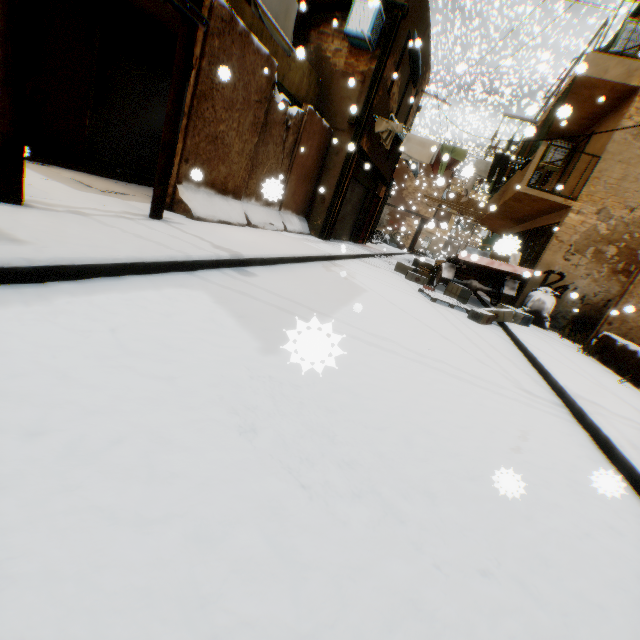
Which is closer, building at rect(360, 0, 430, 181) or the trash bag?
the trash bag

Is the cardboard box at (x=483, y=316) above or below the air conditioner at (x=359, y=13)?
below

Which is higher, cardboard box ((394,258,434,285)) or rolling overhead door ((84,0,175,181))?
rolling overhead door ((84,0,175,181))

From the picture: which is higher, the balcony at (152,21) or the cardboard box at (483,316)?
the balcony at (152,21)

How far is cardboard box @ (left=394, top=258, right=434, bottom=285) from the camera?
10.9m

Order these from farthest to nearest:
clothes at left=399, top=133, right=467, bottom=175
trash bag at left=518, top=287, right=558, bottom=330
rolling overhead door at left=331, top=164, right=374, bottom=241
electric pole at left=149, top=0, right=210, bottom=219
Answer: rolling overhead door at left=331, top=164, right=374, bottom=241 → clothes at left=399, top=133, right=467, bottom=175 → trash bag at left=518, top=287, right=558, bottom=330 → electric pole at left=149, top=0, right=210, bottom=219

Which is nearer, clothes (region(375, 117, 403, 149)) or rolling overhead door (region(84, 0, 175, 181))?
rolling overhead door (region(84, 0, 175, 181))

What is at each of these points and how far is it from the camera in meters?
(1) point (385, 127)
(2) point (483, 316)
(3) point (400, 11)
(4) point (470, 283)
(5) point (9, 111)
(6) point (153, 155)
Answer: (1) clothes, 10.4 m
(2) cardboard box, 7.5 m
(3) wooden beam, 9.2 m
(4) cart, 10.5 m
(5) electric pole, 3.0 m
(6) rolling overhead door, 8.6 m
